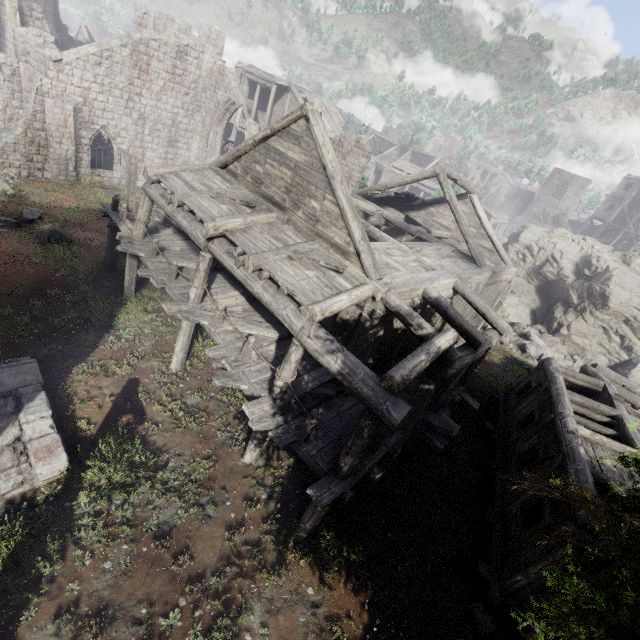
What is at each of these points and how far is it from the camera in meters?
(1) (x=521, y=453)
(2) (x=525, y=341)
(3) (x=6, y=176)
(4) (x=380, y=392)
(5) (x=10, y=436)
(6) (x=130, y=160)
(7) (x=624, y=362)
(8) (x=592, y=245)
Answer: (1) building, 10.8 m
(2) rubble, 20.7 m
(3) rubble, 19.2 m
(4) building, 6.2 m
(5) building, 7.4 m
(6) wooden lamp post, 14.5 m
(7) rock, 20.2 m
(8) rubble, 25.9 m

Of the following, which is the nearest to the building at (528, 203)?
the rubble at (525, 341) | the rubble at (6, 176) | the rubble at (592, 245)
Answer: the rubble at (6, 176)

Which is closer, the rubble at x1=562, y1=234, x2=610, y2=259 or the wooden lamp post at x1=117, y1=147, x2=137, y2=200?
the wooden lamp post at x1=117, y1=147, x2=137, y2=200

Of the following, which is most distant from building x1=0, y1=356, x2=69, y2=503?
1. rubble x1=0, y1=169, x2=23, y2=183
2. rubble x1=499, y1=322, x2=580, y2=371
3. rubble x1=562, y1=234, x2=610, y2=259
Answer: rubble x1=562, y1=234, x2=610, y2=259

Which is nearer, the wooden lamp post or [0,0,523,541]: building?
[0,0,523,541]: building

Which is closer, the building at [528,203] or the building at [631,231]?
the building at [631,231]

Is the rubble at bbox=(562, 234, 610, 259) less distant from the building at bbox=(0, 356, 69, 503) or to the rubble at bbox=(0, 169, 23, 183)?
the building at bbox=(0, 356, 69, 503)

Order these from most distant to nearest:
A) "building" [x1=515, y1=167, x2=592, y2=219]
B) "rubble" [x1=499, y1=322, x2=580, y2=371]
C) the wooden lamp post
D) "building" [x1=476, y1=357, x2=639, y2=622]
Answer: "building" [x1=515, y1=167, x2=592, y2=219]
"rubble" [x1=499, y1=322, x2=580, y2=371]
the wooden lamp post
"building" [x1=476, y1=357, x2=639, y2=622]
